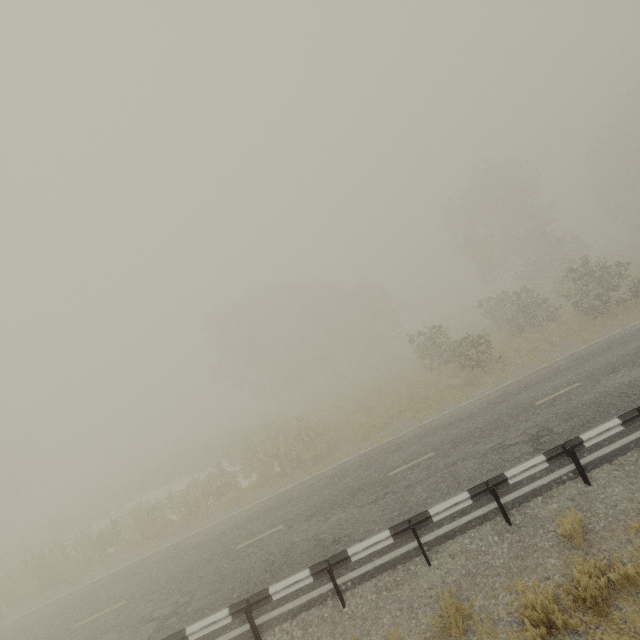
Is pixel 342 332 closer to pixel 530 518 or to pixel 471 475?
pixel 471 475

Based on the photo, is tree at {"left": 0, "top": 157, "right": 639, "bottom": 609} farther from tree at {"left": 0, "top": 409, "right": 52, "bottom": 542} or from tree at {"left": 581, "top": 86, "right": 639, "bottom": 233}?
tree at {"left": 581, "top": 86, "right": 639, "bottom": 233}

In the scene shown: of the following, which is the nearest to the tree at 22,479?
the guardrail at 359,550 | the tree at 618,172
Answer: the guardrail at 359,550

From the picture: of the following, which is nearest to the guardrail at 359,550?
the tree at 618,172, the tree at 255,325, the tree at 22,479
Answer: the tree at 255,325

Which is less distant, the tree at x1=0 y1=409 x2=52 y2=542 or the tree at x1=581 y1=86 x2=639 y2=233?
the tree at x1=581 y1=86 x2=639 y2=233

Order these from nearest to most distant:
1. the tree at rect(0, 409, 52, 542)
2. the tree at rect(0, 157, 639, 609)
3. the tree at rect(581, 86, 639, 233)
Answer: the tree at rect(0, 157, 639, 609), the tree at rect(581, 86, 639, 233), the tree at rect(0, 409, 52, 542)

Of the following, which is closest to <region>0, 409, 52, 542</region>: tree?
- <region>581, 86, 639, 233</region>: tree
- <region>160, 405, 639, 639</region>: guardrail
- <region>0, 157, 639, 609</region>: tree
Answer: <region>0, 157, 639, 609</region>: tree

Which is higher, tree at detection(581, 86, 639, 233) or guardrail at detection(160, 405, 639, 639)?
tree at detection(581, 86, 639, 233)
